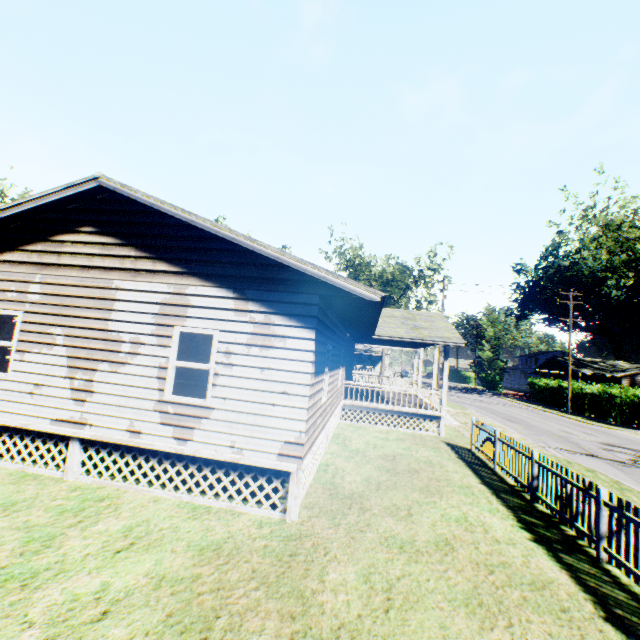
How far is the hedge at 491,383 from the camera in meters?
53.8

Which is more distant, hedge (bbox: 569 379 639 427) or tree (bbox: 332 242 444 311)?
tree (bbox: 332 242 444 311)

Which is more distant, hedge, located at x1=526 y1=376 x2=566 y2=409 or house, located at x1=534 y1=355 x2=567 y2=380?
house, located at x1=534 y1=355 x2=567 y2=380

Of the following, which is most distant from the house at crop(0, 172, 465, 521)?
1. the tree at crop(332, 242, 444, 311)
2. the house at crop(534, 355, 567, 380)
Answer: the house at crop(534, 355, 567, 380)

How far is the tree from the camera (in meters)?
43.25

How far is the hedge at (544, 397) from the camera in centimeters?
3466cm

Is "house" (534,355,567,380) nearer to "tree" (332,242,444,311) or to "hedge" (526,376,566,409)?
"hedge" (526,376,566,409)

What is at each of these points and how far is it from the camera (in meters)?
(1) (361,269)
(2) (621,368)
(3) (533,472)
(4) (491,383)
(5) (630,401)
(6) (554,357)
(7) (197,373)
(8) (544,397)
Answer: (1) tree, 45.88
(2) house, 44.41
(3) fence, 8.47
(4) hedge, 54.41
(5) hedge, 26.06
(6) house, 48.06
(7) house, 17.39
(8) hedge, 37.88
